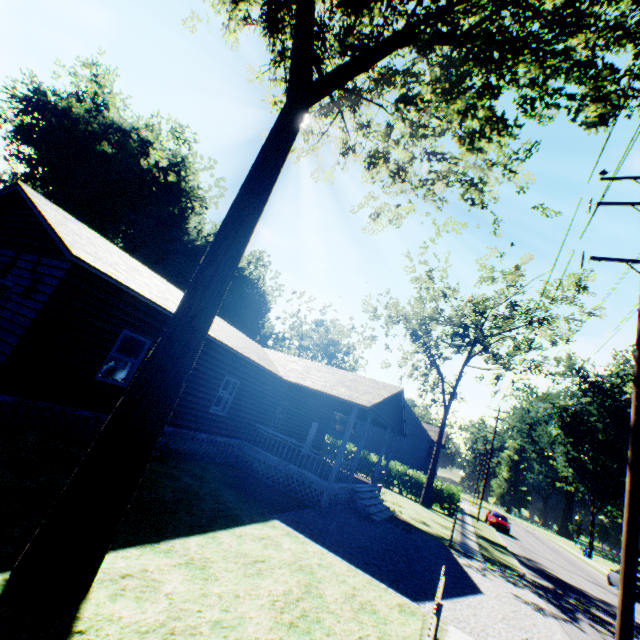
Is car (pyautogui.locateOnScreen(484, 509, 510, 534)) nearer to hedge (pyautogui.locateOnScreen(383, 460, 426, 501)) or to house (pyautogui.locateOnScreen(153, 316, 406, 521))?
hedge (pyautogui.locateOnScreen(383, 460, 426, 501))

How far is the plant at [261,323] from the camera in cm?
4950

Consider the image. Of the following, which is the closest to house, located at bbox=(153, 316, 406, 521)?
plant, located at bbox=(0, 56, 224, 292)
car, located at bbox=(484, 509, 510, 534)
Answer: plant, located at bbox=(0, 56, 224, 292)

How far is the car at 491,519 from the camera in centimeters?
3219cm

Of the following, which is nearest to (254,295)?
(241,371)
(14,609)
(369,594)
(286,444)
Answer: (286,444)

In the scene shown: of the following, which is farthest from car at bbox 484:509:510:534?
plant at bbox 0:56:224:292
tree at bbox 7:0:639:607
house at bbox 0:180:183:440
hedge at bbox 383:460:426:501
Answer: tree at bbox 7:0:639:607

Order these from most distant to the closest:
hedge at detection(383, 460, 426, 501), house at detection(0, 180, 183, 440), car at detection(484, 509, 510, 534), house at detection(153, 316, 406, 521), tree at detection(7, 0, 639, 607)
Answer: car at detection(484, 509, 510, 534) → hedge at detection(383, 460, 426, 501) → house at detection(153, 316, 406, 521) → house at detection(0, 180, 183, 440) → tree at detection(7, 0, 639, 607)

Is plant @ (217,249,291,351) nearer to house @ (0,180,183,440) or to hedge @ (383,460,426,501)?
house @ (0,180,183,440)
